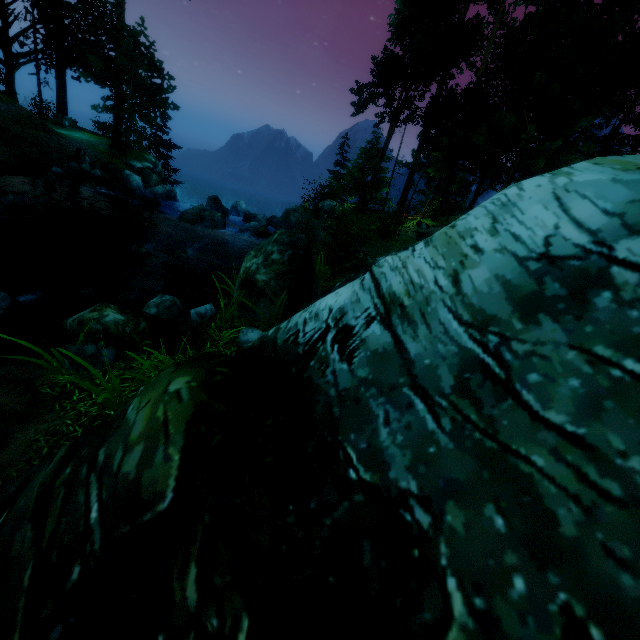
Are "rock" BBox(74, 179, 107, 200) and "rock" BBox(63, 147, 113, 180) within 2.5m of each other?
yes

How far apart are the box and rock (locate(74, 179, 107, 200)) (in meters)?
11.45

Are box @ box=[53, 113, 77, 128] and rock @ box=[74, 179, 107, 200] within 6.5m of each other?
no

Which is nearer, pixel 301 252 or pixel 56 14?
pixel 301 252

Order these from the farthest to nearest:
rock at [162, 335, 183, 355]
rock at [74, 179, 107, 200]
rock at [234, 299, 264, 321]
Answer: rock at [74, 179, 107, 200] → rock at [234, 299, 264, 321] → rock at [162, 335, 183, 355]

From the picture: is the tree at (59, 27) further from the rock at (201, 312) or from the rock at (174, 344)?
the rock at (201, 312)

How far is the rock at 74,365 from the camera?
5.57m

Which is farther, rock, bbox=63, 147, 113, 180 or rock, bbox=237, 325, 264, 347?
rock, bbox=63, 147, 113, 180
